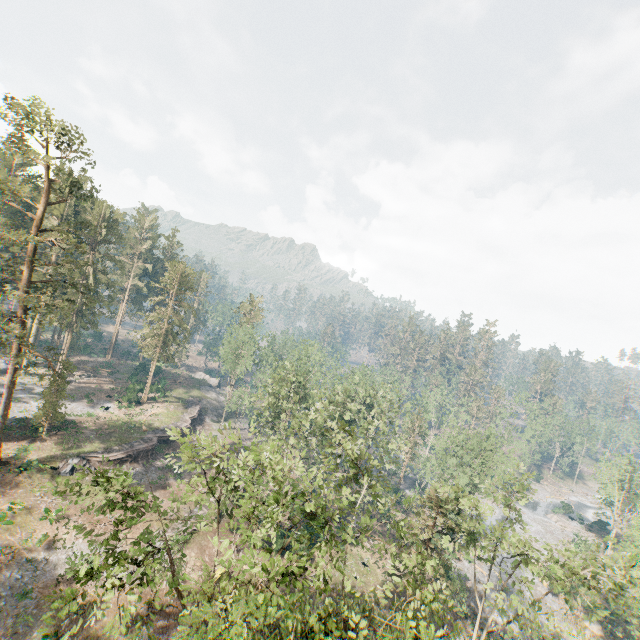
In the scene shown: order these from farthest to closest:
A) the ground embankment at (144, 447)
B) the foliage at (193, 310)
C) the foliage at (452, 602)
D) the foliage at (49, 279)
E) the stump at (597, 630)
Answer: the foliage at (193, 310)
the stump at (597, 630)
the ground embankment at (144, 447)
the foliage at (49, 279)
the foliage at (452, 602)

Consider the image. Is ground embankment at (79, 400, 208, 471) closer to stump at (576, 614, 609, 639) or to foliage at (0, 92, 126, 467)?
foliage at (0, 92, 126, 467)

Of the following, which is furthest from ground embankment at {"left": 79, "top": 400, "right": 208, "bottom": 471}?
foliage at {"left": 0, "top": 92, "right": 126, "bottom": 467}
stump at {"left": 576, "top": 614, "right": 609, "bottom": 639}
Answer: stump at {"left": 576, "top": 614, "right": 609, "bottom": 639}

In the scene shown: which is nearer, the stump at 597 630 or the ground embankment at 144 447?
the ground embankment at 144 447

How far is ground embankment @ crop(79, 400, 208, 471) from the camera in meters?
36.8

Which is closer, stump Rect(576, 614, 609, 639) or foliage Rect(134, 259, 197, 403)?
stump Rect(576, 614, 609, 639)

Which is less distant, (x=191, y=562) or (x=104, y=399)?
(x=191, y=562)

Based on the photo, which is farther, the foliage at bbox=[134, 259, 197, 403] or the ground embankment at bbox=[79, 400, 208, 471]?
the foliage at bbox=[134, 259, 197, 403]
